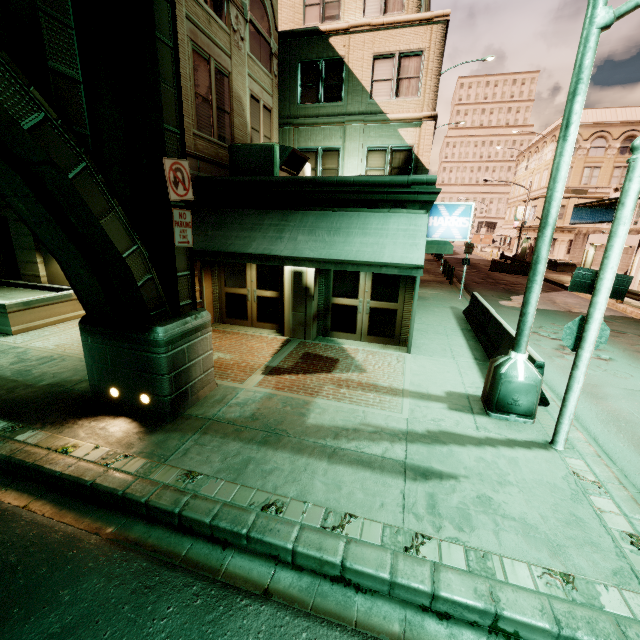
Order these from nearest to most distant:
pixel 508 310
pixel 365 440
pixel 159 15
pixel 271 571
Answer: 1. pixel 271 571
2. pixel 159 15
3. pixel 365 440
4. pixel 508 310

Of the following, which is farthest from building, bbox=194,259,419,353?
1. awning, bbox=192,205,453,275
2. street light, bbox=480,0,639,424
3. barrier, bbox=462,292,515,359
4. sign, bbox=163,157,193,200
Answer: sign, bbox=163,157,193,200

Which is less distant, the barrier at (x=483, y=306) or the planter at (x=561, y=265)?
the barrier at (x=483, y=306)

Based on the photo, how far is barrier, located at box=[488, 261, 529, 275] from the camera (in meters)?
29.61

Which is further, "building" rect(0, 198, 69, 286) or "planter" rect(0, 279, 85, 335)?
"building" rect(0, 198, 69, 286)

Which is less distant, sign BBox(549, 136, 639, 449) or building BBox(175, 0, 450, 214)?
sign BBox(549, 136, 639, 449)

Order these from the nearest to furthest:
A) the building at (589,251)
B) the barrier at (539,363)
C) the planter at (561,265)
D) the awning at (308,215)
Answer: the barrier at (539,363) < the awning at (308,215) < the building at (589,251) < the planter at (561,265)

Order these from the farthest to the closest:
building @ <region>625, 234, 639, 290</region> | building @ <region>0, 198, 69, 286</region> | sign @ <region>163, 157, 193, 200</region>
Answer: building @ <region>625, 234, 639, 290</region>
building @ <region>0, 198, 69, 286</region>
sign @ <region>163, 157, 193, 200</region>
